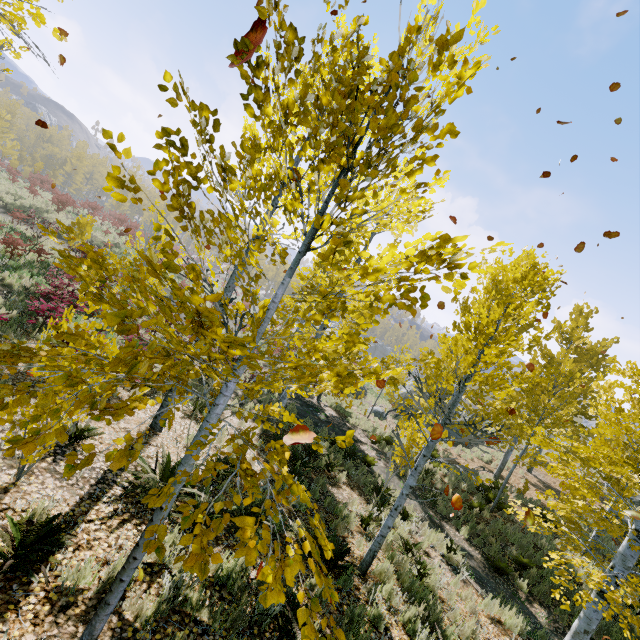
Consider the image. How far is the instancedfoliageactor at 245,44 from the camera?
1.9m

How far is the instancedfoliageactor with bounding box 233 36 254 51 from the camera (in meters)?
1.87

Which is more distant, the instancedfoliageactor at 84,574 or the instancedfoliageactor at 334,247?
the instancedfoliageactor at 84,574

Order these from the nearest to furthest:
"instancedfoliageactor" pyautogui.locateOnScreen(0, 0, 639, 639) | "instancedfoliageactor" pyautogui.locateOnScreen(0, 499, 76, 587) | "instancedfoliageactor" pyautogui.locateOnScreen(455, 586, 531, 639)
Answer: "instancedfoliageactor" pyautogui.locateOnScreen(0, 0, 639, 639) < "instancedfoliageactor" pyautogui.locateOnScreen(0, 499, 76, 587) < "instancedfoliageactor" pyautogui.locateOnScreen(455, 586, 531, 639)

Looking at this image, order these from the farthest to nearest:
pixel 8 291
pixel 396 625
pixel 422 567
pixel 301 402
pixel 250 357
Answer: pixel 301 402 → pixel 8 291 → pixel 422 567 → pixel 396 625 → pixel 250 357

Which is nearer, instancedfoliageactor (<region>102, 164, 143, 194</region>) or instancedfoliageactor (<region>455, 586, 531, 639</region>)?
instancedfoliageactor (<region>102, 164, 143, 194</region>)
